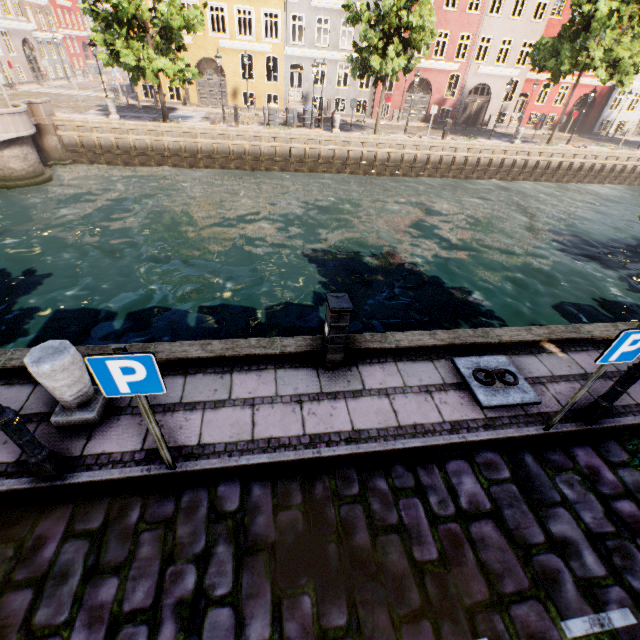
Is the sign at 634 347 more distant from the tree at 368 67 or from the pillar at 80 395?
the pillar at 80 395

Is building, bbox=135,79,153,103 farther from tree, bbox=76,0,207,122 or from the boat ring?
the boat ring

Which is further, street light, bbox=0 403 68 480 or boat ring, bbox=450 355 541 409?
boat ring, bbox=450 355 541 409

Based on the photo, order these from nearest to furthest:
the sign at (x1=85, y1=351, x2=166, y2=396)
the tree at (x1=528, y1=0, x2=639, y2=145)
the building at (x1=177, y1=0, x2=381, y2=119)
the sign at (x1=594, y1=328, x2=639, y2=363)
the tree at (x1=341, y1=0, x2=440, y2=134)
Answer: the sign at (x1=85, y1=351, x2=166, y2=396), the sign at (x1=594, y1=328, x2=639, y2=363), the tree at (x1=341, y1=0, x2=440, y2=134), the tree at (x1=528, y1=0, x2=639, y2=145), the building at (x1=177, y1=0, x2=381, y2=119)

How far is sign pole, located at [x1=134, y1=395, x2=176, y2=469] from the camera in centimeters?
293cm

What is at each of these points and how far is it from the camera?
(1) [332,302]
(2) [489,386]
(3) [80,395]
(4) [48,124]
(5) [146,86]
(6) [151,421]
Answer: (1) electrical box, 4.4 meters
(2) boat ring, 5.0 meters
(3) pillar, 3.9 meters
(4) bridge, 18.5 meters
(5) building, 28.6 meters
(6) sign pole, 3.1 meters

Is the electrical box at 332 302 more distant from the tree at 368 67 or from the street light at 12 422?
the tree at 368 67

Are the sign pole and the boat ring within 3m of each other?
no
